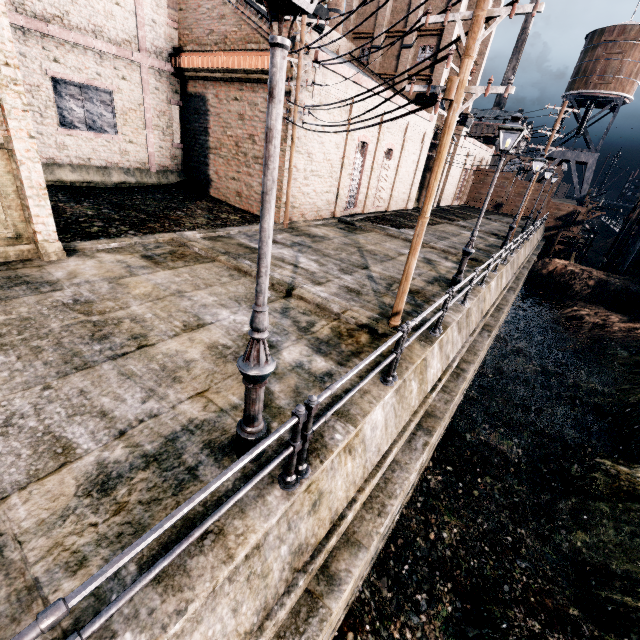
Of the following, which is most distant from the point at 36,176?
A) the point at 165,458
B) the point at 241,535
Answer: the point at 241,535

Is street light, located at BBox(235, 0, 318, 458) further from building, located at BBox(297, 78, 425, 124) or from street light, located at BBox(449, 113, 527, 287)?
building, located at BBox(297, 78, 425, 124)

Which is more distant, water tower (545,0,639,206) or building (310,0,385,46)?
water tower (545,0,639,206)

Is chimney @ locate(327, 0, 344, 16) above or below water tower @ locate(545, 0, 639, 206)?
above

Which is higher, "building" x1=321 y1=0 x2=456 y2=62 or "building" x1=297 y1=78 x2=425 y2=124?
"building" x1=321 y1=0 x2=456 y2=62

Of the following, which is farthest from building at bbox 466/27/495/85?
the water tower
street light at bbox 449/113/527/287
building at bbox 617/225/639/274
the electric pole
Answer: building at bbox 617/225/639/274

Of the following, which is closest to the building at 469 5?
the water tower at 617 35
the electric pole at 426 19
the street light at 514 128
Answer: the electric pole at 426 19

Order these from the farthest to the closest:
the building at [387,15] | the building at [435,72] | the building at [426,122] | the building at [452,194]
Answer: the building at [452,194] → the building at [435,72] → the building at [426,122] → the building at [387,15]
